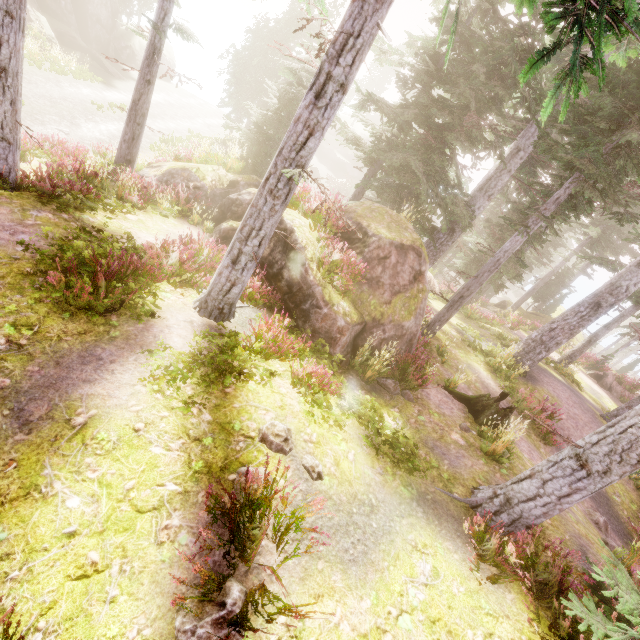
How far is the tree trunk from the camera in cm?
948

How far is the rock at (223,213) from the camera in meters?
10.3 m

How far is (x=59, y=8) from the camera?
26.3m

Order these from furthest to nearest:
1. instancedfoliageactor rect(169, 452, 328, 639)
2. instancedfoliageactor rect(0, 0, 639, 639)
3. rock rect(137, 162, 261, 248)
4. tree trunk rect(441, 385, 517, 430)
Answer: rock rect(137, 162, 261, 248) → tree trunk rect(441, 385, 517, 430) → instancedfoliageactor rect(0, 0, 639, 639) → instancedfoliageactor rect(169, 452, 328, 639)

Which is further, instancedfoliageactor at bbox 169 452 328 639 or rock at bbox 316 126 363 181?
rock at bbox 316 126 363 181

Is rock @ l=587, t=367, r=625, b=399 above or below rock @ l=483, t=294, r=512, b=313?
above

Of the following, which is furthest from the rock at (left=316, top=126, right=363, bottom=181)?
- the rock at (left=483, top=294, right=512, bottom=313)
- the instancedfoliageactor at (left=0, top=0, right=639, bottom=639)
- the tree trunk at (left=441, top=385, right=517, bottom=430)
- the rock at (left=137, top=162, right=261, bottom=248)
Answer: the tree trunk at (left=441, top=385, right=517, bottom=430)

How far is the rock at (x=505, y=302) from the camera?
31.11m
